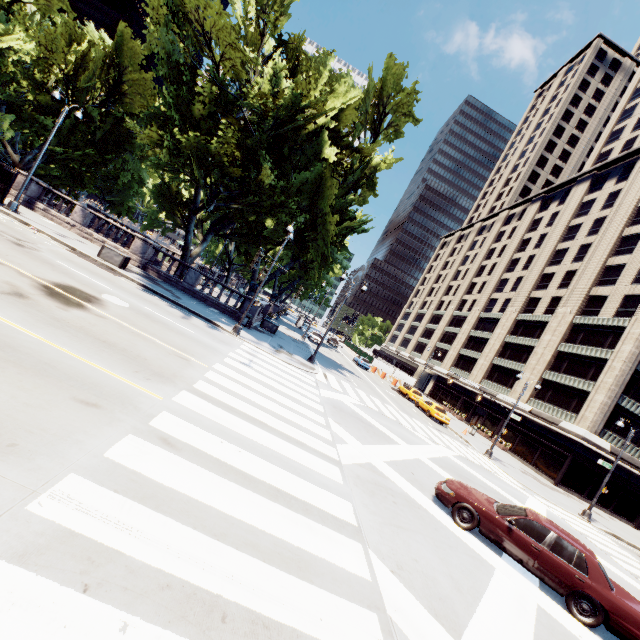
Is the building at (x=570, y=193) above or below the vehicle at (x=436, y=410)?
above

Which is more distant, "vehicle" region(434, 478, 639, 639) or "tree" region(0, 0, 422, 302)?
"tree" region(0, 0, 422, 302)

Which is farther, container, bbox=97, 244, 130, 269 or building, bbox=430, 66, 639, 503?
building, bbox=430, 66, 639, 503

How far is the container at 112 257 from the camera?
19.5 meters

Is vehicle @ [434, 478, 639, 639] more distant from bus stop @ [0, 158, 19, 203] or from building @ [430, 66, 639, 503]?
building @ [430, 66, 639, 503]

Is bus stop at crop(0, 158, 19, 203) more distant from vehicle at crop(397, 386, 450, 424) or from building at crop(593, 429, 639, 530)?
building at crop(593, 429, 639, 530)

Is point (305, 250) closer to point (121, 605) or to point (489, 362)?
point (121, 605)

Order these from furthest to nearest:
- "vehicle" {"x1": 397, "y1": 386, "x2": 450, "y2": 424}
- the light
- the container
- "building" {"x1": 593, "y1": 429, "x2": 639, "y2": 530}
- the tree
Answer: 1. "building" {"x1": 593, "y1": 429, "x2": 639, "y2": 530}
2. "vehicle" {"x1": 397, "y1": 386, "x2": 450, "y2": 424}
3. the container
4. the light
5. the tree
